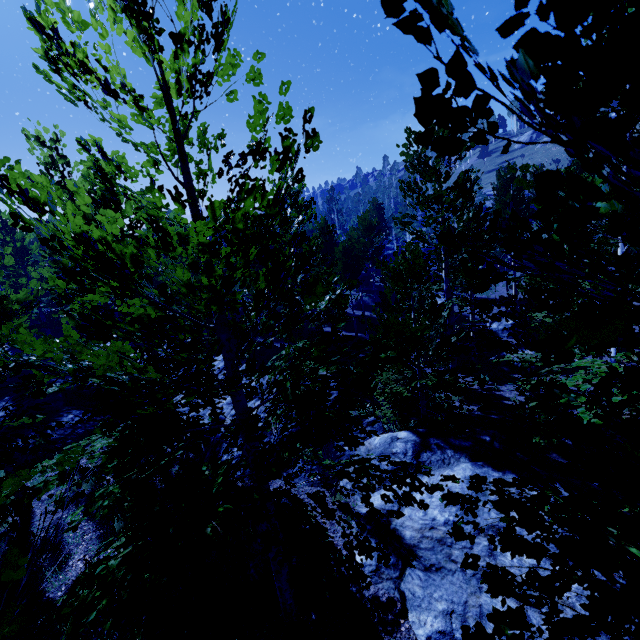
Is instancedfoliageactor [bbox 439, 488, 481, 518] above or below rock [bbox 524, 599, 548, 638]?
above

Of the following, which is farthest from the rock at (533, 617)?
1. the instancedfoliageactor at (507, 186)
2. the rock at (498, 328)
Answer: the rock at (498, 328)

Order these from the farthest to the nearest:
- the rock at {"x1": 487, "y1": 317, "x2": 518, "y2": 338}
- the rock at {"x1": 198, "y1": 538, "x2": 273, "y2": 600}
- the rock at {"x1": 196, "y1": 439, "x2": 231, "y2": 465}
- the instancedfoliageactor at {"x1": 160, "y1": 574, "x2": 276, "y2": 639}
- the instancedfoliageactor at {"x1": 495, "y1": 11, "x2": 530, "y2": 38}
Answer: the rock at {"x1": 487, "y1": 317, "x2": 518, "y2": 338} → the rock at {"x1": 196, "y1": 439, "x2": 231, "y2": 465} → the rock at {"x1": 198, "y1": 538, "x2": 273, "y2": 600} → the instancedfoliageactor at {"x1": 160, "y1": 574, "x2": 276, "y2": 639} → the instancedfoliageactor at {"x1": 495, "y1": 11, "x2": 530, "y2": 38}

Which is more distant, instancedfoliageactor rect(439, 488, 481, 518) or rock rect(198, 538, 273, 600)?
rock rect(198, 538, 273, 600)

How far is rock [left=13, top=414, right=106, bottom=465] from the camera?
10.0 meters

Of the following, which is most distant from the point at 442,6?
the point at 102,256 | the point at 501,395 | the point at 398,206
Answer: the point at 398,206

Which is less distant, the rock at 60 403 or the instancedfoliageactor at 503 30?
the instancedfoliageactor at 503 30

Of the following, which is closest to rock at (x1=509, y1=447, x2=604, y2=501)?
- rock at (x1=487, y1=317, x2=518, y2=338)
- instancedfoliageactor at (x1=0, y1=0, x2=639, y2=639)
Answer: instancedfoliageactor at (x1=0, y1=0, x2=639, y2=639)
